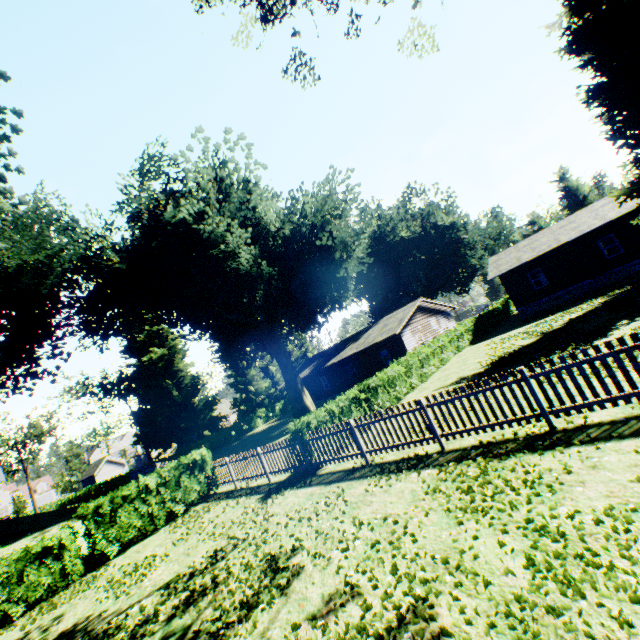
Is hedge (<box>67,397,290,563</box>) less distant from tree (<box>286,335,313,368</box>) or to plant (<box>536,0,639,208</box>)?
Result: tree (<box>286,335,313,368</box>)

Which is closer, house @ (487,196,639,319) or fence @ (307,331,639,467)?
fence @ (307,331,639,467)

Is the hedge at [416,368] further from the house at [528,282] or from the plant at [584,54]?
the house at [528,282]

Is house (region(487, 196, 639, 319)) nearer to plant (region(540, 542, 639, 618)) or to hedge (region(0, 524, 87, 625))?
plant (region(540, 542, 639, 618))

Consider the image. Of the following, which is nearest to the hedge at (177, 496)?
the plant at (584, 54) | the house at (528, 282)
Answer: the plant at (584, 54)

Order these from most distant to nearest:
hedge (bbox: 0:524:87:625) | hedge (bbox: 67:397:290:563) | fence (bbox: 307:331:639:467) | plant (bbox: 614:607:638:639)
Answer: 1. hedge (bbox: 67:397:290:563)
2. hedge (bbox: 0:524:87:625)
3. fence (bbox: 307:331:639:467)
4. plant (bbox: 614:607:638:639)

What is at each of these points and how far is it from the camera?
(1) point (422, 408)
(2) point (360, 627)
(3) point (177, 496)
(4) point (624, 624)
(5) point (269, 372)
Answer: (1) fence, 8.4m
(2) plant, 3.9m
(3) hedge, 14.8m
(4) plant, 2.7m
(5) tree, 52.1m

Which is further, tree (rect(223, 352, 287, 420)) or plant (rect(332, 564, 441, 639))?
tree (rect(223, 352, 287, 420))
